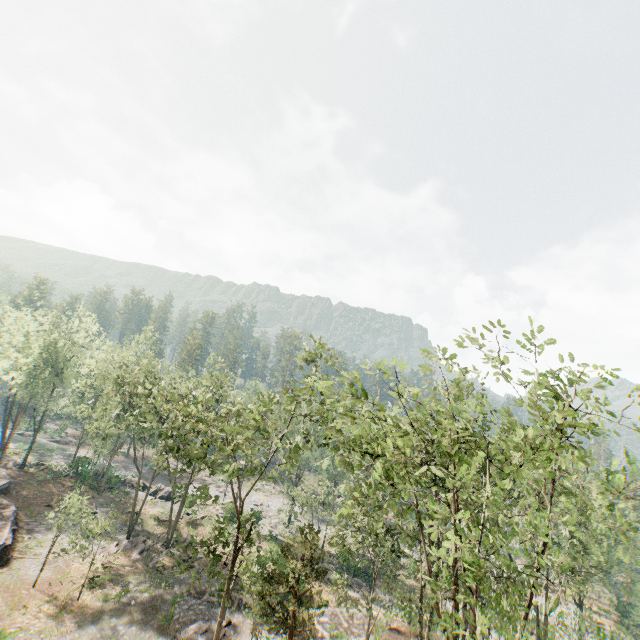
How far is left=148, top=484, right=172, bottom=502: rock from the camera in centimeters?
4628cm

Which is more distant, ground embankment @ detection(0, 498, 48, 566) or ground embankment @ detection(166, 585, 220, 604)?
ground embankment @ detection(0, 498, 48, 566)

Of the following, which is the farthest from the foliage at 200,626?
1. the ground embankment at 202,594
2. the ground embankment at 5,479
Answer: the ground embankment at 202,594

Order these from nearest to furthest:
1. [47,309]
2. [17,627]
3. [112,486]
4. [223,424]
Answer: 1. [223,424]
2. [17,627]
3. [112,486]
4. [47,309]

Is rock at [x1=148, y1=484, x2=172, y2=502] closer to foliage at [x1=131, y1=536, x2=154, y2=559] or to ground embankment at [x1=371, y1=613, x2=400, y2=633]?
foliage at [x1=131, y1=536, x2=154, y2=559]

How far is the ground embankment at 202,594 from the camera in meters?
26.0 m

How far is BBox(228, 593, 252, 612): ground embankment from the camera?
25.64m
